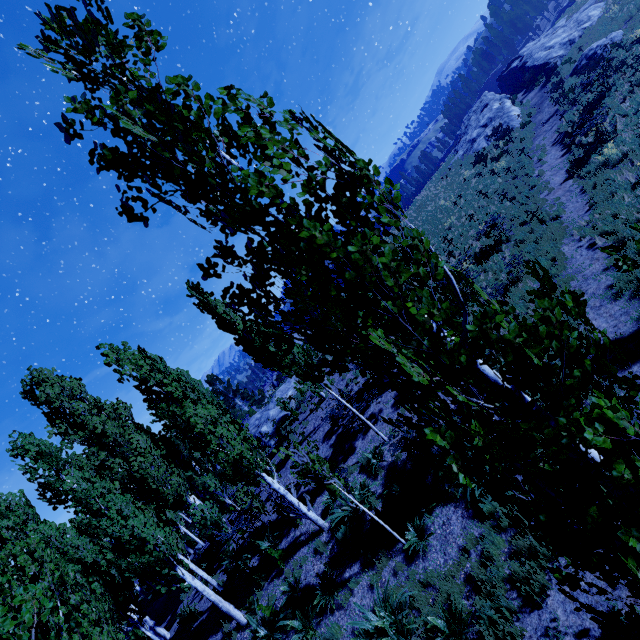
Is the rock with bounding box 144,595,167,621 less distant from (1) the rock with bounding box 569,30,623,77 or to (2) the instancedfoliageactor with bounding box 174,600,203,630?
(2) the instancedfoliageactor with bounding box 174,600,203,630

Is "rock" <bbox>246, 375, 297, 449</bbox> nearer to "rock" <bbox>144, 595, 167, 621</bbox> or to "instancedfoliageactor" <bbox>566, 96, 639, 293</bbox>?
"instancedfoliageactor" <bbox>566, 96, 639, 293</bbox>

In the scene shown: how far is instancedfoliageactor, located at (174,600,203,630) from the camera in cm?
1423

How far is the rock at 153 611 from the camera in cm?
2058

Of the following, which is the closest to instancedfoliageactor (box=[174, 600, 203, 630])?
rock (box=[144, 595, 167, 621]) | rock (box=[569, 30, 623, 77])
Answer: rock (box=[144, 595, 167, 621])

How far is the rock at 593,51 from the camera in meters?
22.3

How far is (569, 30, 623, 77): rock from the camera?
22.3 meters

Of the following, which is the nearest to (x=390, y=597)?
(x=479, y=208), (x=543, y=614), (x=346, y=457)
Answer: (x=543, y=614)
